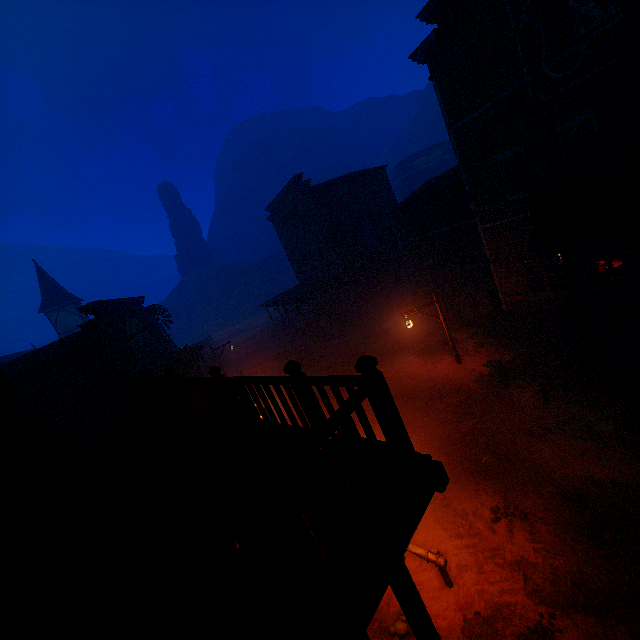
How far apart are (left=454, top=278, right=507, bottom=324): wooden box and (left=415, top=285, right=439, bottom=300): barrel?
2.1 meters

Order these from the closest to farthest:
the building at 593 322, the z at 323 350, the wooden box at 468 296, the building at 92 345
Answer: the building at 92 345
the z at 323 350
the building at 593 322
the wooden box at 468 296

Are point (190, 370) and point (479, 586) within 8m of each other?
no

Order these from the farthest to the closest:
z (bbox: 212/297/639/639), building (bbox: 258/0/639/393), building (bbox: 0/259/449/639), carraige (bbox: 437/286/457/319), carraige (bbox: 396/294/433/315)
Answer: carraige (bbox: 396/294/433/315) < carraige (bbox: 437/286/457/319) < building (bbox: 258/0/639/393) < z (bbox: 212/297/639/639) < building (bbox: 0/259/449/639)

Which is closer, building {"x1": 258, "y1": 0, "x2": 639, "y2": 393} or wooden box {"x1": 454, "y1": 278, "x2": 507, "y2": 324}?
building {"x1": 258, "y1": 0, "x2": 639, "y2": 393}

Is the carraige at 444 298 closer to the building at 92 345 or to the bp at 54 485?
the building at 92 345

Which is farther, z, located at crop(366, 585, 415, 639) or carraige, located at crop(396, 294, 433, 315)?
carraige, located at crop(396, 294, 433, 315)

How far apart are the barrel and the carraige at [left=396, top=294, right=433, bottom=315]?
0.0m
